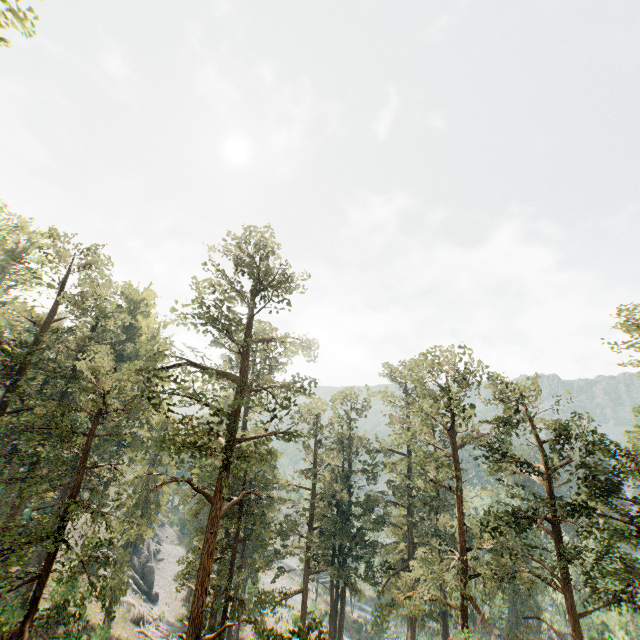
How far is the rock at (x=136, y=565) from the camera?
46.2 meters

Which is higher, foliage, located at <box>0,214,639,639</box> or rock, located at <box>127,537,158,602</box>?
foliage, located at <box>0,214,639,639</box>

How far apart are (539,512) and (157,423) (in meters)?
42.64

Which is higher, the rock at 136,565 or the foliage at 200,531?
the foliage at 200,531

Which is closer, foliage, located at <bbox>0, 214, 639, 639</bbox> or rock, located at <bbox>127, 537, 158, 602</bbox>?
foliage, located at <bbox>0, 214, 639, 639</bbox>

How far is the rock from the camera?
46.19m
